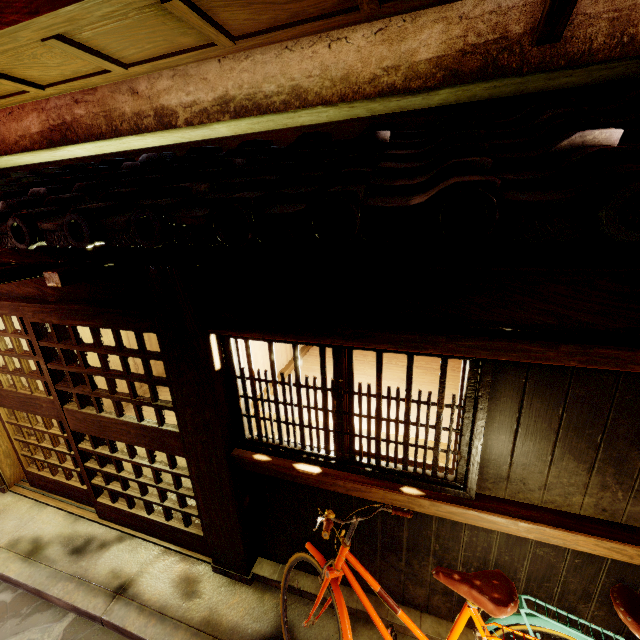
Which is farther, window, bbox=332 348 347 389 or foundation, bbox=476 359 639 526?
window, bbox=332 348 347 389

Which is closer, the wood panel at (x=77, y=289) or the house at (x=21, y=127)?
the house at (x=21, y=127)

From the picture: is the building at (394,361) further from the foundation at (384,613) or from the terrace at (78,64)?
the terrace at (78,64)

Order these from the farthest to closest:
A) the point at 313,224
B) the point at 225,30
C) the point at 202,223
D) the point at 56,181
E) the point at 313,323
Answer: the point at 56,181 → the point at 225,30 → the point at 313,323 → the point at 202,223 → the point at 313,224

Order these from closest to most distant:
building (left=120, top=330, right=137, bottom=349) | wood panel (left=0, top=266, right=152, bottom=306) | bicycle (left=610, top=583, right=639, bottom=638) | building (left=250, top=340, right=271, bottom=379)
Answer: bicycle (left=610, top=583, right=639, bottom=638), wood panel (left=0, top=266, right=152, bottom=306), building (left=250, top=340, right=271, bottom=379), building (left=120, top=330, right=137, bottom=349)

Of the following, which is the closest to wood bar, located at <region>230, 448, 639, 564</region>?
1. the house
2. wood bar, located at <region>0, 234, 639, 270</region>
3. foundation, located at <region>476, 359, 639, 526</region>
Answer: foundation, located at <region>476, 359, 639, 526</region>

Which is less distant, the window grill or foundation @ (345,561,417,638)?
the window grill

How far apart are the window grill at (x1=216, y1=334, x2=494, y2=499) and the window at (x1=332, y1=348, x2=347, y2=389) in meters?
0.1 m
